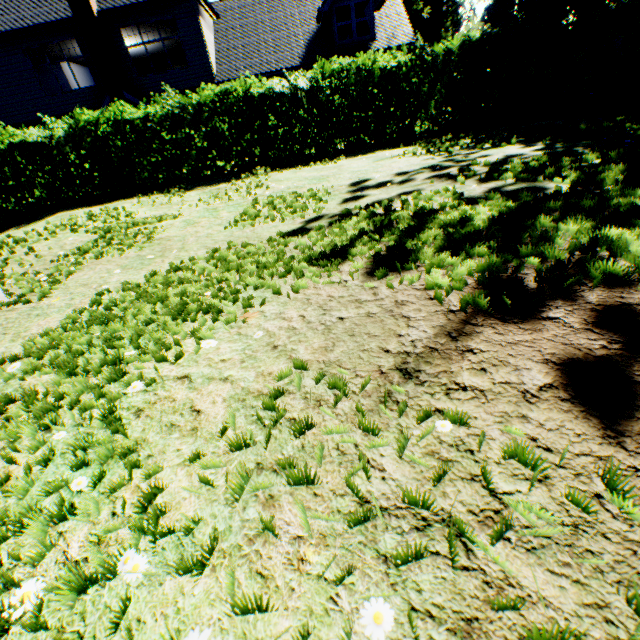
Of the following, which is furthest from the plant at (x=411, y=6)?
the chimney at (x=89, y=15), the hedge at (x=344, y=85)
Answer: the chimney at (x=89, y=15)

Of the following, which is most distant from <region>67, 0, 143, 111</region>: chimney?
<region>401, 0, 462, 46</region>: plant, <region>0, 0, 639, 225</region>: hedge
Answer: <region>401, 0, 462, 46</region>: plant

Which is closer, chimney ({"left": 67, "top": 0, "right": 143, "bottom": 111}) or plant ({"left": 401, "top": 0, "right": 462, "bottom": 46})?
chimney ({"left": 67, "top": 0, "right": 143, "bottom": 111})

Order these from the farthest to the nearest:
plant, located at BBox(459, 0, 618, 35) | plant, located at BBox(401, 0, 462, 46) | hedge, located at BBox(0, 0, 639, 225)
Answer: plant, located at BBox(459, 0, 618, 35) → plant, located at BBox(401, 0, 462, 46) → hedge, located at BBox(0, 0, 639, 225)

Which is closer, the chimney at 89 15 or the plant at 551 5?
the chimney at 89 15

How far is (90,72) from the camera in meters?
16.5

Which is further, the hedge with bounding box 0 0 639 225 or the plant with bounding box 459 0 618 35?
the plant with bounding box 459 0 618 35
